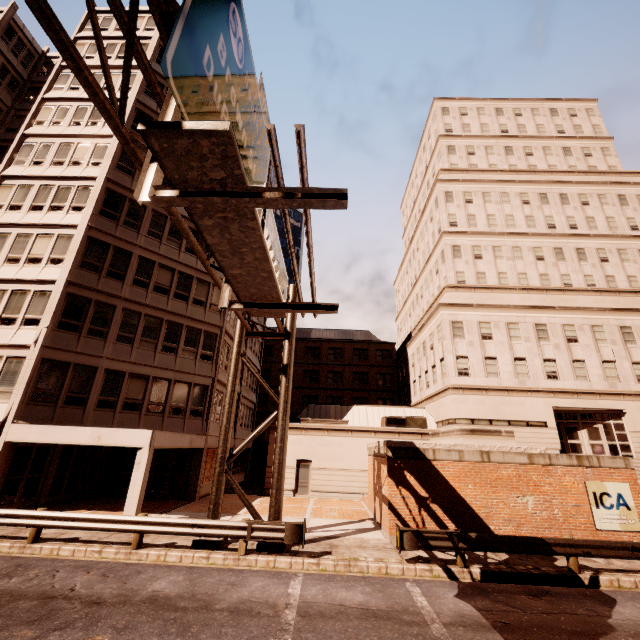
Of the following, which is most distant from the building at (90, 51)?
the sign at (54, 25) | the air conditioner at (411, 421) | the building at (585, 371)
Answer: the air conditioner at (411, 421)

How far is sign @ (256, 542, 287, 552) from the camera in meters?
10.7

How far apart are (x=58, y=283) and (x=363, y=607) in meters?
20.4 m

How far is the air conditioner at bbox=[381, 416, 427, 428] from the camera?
25.9 meters

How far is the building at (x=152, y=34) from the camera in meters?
25.2 m

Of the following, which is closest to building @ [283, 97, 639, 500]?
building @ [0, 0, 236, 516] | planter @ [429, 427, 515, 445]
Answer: building @ [0, 0, 236, 516]

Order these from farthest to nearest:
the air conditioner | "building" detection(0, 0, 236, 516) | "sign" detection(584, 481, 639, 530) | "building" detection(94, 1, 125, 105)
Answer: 1. the air conditioner
2. "building" detection(94, 1, 125, 105)
3. "building" detection(0, 0, 236, 516)
4. "sign" detection(584, 481, 639, 530)

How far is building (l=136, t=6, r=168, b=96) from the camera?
25.2 meters
